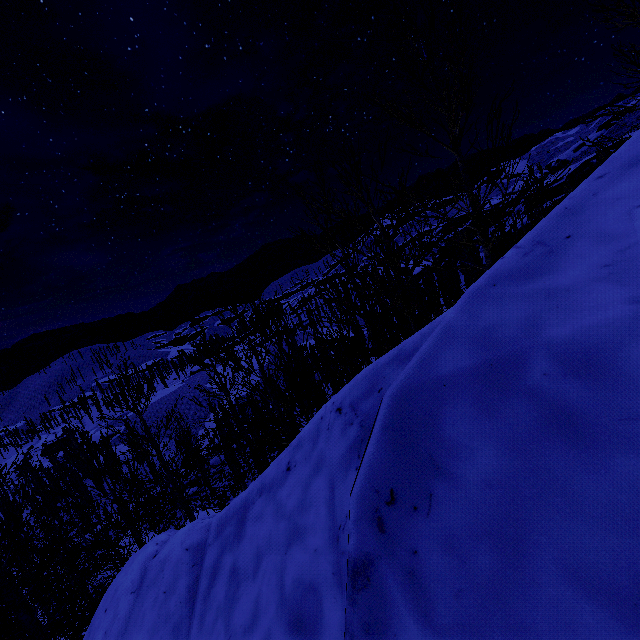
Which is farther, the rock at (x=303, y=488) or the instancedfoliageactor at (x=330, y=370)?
the instancedfoliageactor at (x=330, y=370)

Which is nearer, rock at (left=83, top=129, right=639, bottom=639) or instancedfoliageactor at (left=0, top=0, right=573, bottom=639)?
rock at (left=83, top=129, right=639, bottom=639)

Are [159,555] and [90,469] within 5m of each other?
no
